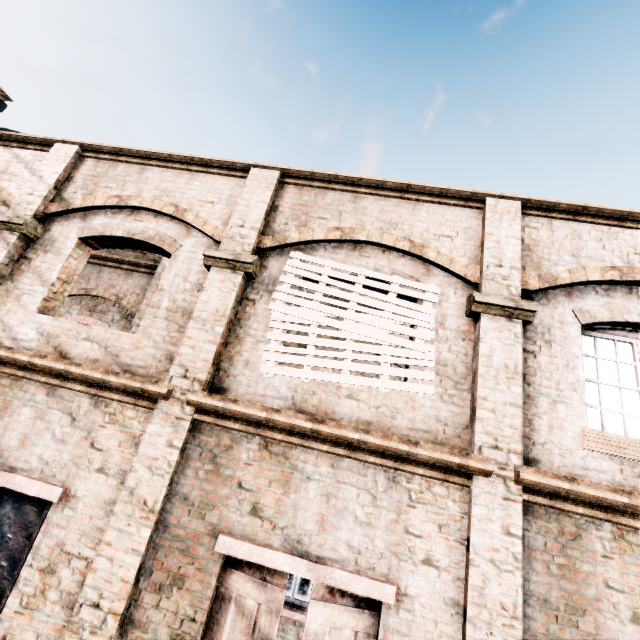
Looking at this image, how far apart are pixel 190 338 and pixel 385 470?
3.5 meters
